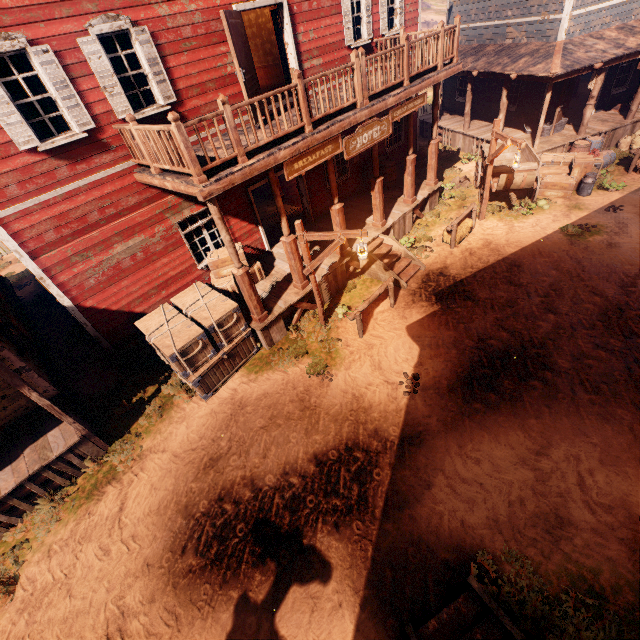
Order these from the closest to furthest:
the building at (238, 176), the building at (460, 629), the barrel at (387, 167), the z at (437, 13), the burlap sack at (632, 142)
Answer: the building at (460, 629)
the building at (238, 176)
the barrel at (387, 167)
the burlap sack at (632, 142)
the z at (437, 13)

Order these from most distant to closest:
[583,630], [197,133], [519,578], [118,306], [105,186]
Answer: [118,306], [105,186], [197,133], [519,578], [583,630]

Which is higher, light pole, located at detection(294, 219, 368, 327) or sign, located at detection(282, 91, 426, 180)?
sign, located at detection(282, 91, 426, 180)

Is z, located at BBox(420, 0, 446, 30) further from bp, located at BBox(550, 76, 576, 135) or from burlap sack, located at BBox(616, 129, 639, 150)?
bp, located at BBox(550, 76, 576, 135)

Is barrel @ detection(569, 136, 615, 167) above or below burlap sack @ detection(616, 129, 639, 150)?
above

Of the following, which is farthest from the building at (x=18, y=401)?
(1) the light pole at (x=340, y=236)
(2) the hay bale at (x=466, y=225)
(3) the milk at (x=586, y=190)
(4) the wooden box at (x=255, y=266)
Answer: (3) the milk at (x=586, y=190)

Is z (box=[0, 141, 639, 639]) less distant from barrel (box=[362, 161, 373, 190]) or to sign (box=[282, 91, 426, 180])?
barrel (box=[362, 161, 373, 190])

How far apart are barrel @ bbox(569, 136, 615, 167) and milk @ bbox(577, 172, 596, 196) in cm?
173
